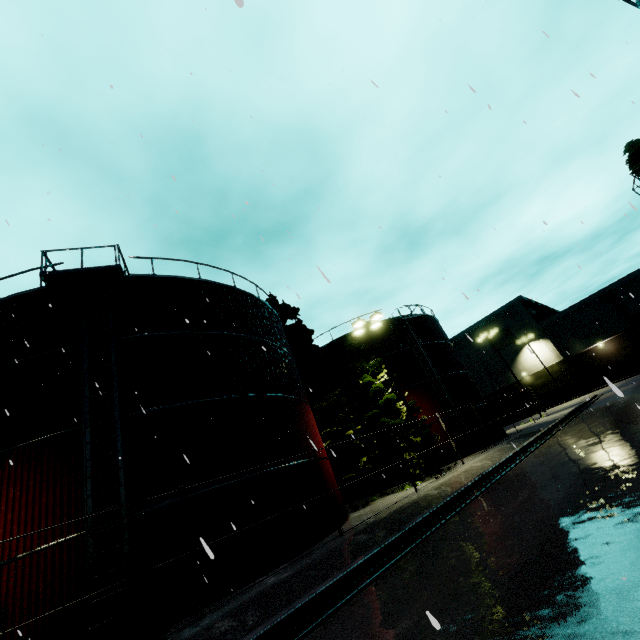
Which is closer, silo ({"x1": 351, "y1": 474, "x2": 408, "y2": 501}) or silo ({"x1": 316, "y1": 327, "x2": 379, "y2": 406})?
silo ({"x1": 351, "y1": 474, "x2": 408, "y2": 501})

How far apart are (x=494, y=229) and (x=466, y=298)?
7.4m

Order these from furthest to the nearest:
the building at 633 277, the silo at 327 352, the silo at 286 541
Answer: the building at 633 277
the silo at 327 352
the silo at 286 541

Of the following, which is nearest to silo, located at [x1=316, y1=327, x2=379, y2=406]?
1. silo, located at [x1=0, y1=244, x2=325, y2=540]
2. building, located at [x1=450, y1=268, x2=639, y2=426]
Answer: silo, located at [x1=0, y1=244, x2=325, y2=540]

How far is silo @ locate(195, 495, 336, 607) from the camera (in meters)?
9.52

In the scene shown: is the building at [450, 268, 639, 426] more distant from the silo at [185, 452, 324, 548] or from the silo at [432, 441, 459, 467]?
the silo at [432, 441, 459, 467]

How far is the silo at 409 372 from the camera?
24.31m
